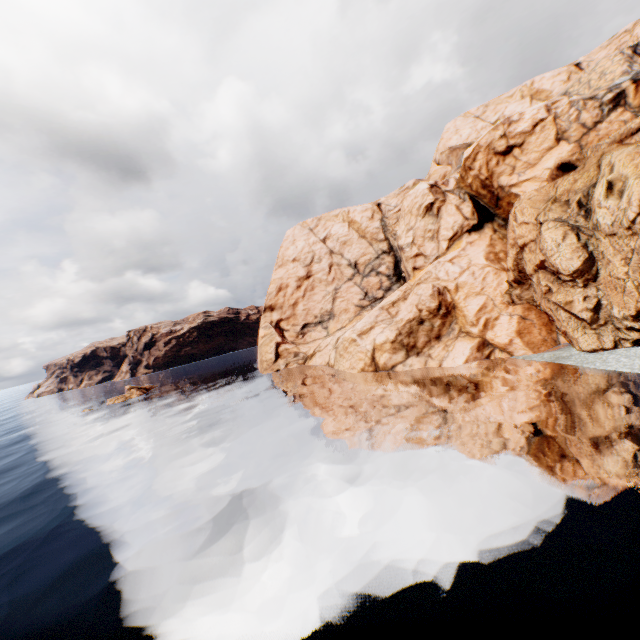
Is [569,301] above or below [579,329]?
above
